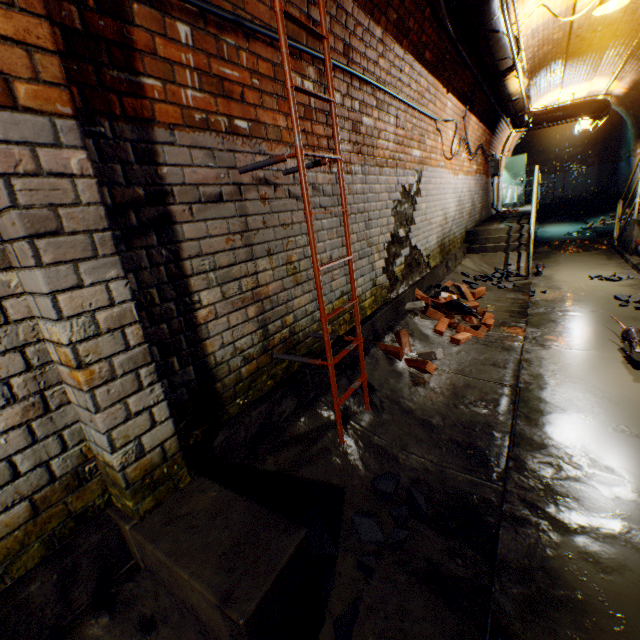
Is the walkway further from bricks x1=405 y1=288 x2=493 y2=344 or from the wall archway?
the wall archway

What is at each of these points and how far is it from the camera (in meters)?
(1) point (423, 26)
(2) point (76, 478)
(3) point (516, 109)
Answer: (1) building tunnel, 3.68
(2) building tunnel, 1.35
(3) pipe, 7.57

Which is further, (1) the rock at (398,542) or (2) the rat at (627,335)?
(2) the rat at (627,335)

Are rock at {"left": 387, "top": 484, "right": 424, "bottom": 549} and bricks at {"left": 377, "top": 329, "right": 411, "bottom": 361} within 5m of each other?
yes

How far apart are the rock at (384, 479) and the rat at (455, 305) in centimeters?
233cm

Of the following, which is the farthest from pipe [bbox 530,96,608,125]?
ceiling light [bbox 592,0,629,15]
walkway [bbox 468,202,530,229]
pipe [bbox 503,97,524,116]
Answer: ceiling light [bbox 592,0,629,15]

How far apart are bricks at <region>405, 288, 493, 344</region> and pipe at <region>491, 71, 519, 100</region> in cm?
338

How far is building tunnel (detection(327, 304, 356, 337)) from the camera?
3.01m
